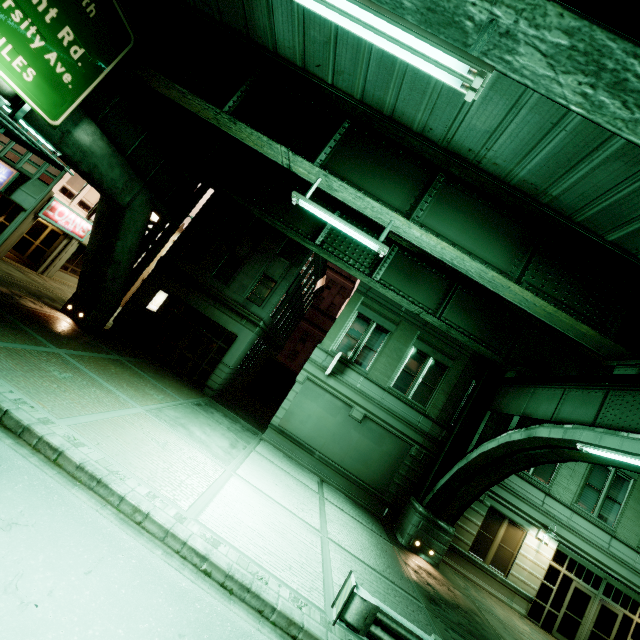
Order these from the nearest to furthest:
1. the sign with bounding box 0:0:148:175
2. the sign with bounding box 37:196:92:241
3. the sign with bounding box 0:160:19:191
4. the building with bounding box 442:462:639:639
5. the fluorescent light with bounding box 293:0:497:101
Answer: the fluorescent light with bounding box 293:0:497:101
the sign with bounding box 0:0:148:175
the building with bounding box 442:462:639:639
the sign with bounding box 0:160:19:191
the sign with bounding box 37:196:92:241

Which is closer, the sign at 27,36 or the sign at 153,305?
the sign at 27,36

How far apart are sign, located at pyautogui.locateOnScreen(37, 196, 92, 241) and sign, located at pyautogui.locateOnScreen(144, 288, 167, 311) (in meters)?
7.49

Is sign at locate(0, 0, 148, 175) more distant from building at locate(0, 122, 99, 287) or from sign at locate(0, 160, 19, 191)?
sign at locate(0, 160, 19, 191)

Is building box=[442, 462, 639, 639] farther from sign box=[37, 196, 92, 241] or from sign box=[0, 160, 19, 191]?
sign box=[0, 160, 19, 191]

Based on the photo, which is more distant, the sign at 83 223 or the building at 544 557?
the sign at 83 223

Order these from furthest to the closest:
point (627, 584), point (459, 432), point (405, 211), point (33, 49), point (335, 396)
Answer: point (335, 396) < point (459, 432) < point (627, 584) < point (405, 211) < point (33, 49)

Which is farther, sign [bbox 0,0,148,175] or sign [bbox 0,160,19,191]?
sign [bbox 0,160,19,191]
